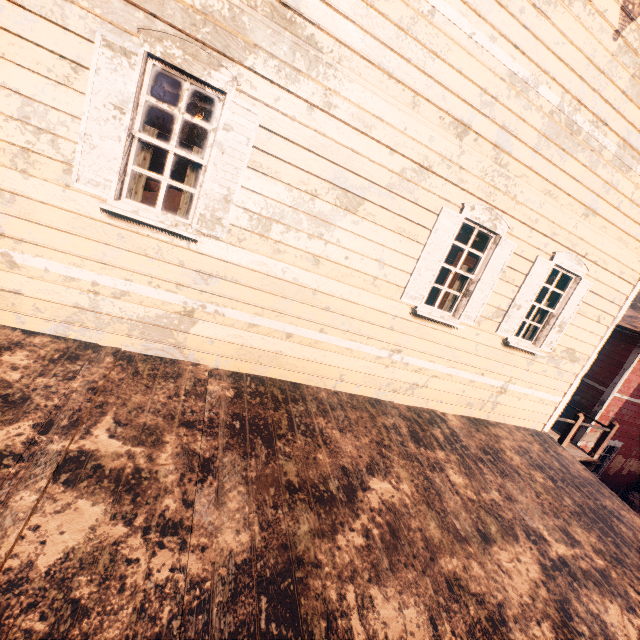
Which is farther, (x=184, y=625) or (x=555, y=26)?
(x=555, y=26)

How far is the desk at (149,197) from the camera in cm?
349

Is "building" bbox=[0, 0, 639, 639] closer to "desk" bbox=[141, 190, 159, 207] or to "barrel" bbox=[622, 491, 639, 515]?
"desk" bbox=[141, 190, 159, 207]

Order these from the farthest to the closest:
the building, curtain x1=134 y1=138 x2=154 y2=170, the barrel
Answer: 1. the barrel
2. curtain x1=134 y1=138 x2=154 y2=170
3. the building

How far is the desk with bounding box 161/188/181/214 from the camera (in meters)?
3.55

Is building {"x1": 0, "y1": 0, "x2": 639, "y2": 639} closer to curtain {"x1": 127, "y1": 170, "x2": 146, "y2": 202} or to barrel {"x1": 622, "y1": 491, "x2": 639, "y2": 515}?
curtain {"x1": 127, "y1": 170, "x2": 146, "y2": 202}

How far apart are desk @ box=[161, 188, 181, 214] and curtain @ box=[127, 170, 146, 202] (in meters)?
0.20

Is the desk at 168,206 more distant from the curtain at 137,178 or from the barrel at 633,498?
the barrel at 633,498
